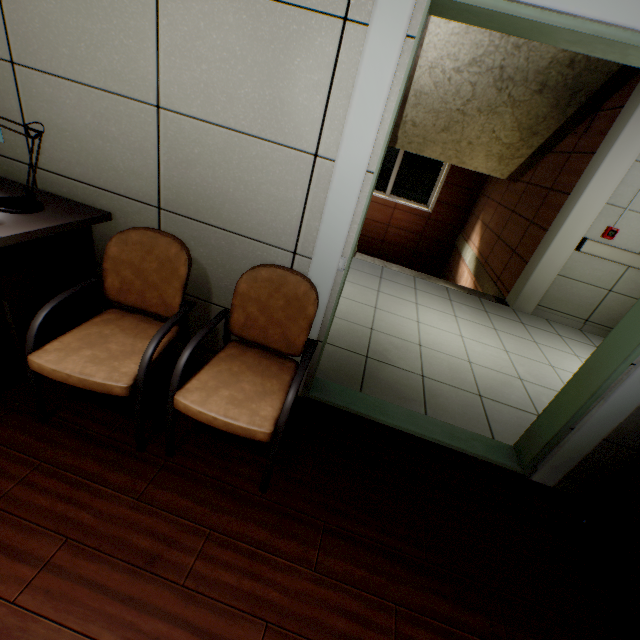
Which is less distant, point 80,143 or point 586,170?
point 80,143

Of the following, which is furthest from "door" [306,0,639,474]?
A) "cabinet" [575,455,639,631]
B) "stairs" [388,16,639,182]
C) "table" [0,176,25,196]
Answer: "stairs" [388,16,639,182]

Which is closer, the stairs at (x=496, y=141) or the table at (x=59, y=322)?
the table at (x=59, y=322)

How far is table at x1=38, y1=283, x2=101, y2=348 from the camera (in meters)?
1.73

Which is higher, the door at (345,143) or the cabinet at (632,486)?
the door at (345,143)

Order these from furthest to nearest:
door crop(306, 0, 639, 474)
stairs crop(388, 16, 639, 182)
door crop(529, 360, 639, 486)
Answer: stairs crop(388, 16, 639, 182), door crop(529, 360, 639, 486), door crop(306, 0, 639, 474)

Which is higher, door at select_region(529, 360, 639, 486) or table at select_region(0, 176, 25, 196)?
table at select_region(0, 176, 25, 196)

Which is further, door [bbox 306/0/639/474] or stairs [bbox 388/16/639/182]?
stairs [bbox 388/16/639/182]
